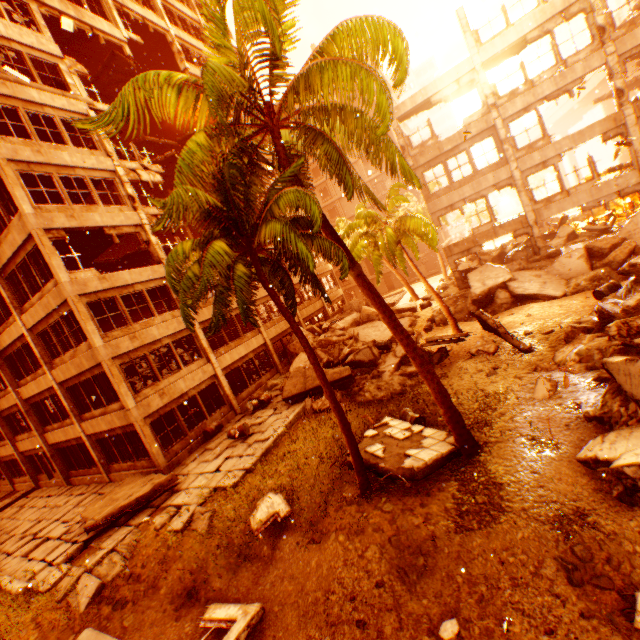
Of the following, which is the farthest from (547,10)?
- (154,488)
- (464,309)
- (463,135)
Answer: (154,488)

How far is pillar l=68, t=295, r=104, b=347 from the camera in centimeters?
1350cm

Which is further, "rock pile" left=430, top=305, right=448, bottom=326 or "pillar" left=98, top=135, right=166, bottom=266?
"rock pile" left=430, top=305, right=448, bottom=326

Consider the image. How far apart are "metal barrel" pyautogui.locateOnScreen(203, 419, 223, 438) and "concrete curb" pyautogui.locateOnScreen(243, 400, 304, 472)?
4.4 meters

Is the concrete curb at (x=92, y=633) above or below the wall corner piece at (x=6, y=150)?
below

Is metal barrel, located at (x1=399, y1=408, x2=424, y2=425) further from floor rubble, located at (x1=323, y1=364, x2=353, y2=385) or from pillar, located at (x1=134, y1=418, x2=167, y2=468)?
pillar, located at (x1=134, y1=418, x2=167, y2=468)

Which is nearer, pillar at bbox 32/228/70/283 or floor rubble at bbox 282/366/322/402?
pillar at bbox 32/228/70/283

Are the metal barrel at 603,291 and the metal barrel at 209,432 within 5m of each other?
no
